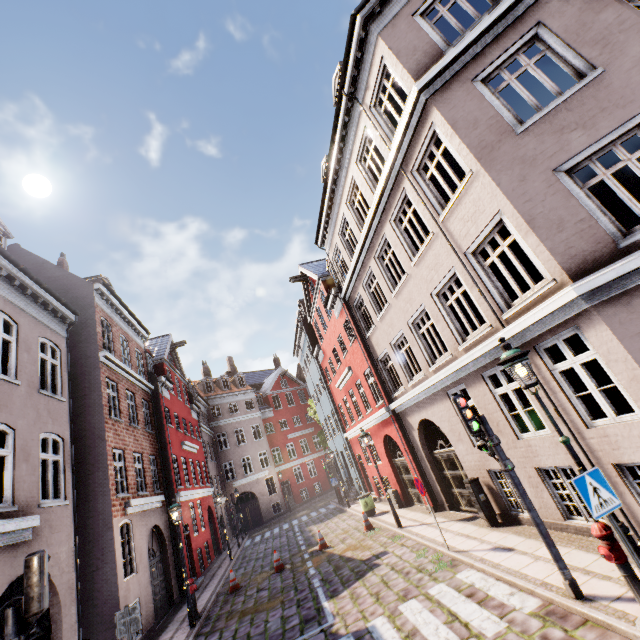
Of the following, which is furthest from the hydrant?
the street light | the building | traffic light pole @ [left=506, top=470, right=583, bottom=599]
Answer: the building

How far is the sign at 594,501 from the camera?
4.1 meters

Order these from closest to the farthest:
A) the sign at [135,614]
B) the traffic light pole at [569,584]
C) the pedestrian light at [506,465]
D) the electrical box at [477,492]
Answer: the traffic light pole at [569,584] < the pedestrian light at [506,465] < the sign at [135,614] < the electrical box at [477,492]

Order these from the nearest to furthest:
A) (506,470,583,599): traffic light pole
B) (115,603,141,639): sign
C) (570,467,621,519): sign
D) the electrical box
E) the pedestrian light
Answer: (570,467,621,519): sign, (506,470,583,599): traffic light pole, the pedestrian light, (115,603,141,639): sign, the electrical box

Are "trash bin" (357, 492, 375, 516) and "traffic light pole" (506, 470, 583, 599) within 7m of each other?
no

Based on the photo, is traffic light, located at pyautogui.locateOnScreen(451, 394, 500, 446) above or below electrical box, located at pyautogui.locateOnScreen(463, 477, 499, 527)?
above

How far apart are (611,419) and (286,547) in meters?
17.4

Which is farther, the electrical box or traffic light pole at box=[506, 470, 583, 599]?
the electrical box
